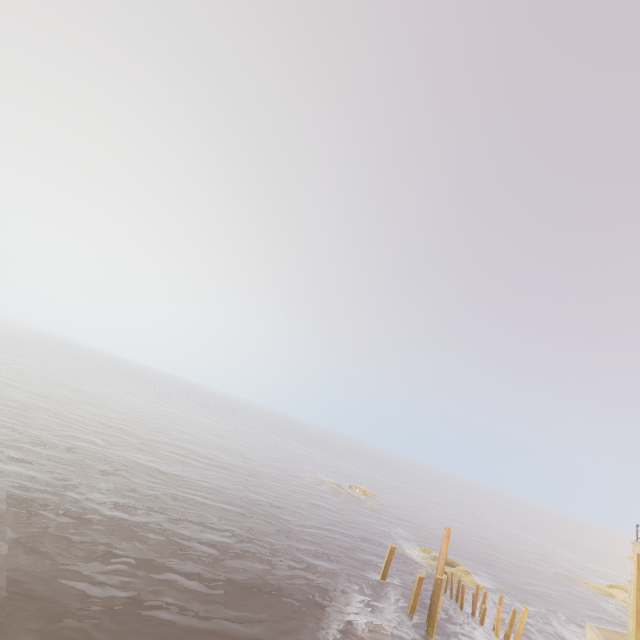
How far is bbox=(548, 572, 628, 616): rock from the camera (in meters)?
39.94

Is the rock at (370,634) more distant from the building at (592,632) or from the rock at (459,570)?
the rock at (459,570)

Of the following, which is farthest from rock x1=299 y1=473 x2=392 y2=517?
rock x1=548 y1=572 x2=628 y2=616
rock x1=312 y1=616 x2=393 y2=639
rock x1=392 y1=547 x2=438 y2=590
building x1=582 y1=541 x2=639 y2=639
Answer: rock x1=312 y1=616 x2=393 y2=639

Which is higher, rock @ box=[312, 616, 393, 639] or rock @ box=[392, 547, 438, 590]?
rock @ box=[392, 547, 438, 590]

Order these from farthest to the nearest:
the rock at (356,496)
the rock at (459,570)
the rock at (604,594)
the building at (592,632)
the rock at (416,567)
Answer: the rock at (356,496) < the rock at (604,594) < the rock at (416,567) < the rock at (459,570) < the building at (592,632)

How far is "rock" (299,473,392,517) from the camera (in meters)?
47.49

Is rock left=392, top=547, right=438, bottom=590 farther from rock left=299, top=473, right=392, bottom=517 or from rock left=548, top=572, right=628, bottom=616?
rock left=548, top=572, right=628, bottom=616

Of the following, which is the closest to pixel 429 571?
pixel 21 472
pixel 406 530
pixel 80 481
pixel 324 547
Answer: pixel 324 547
